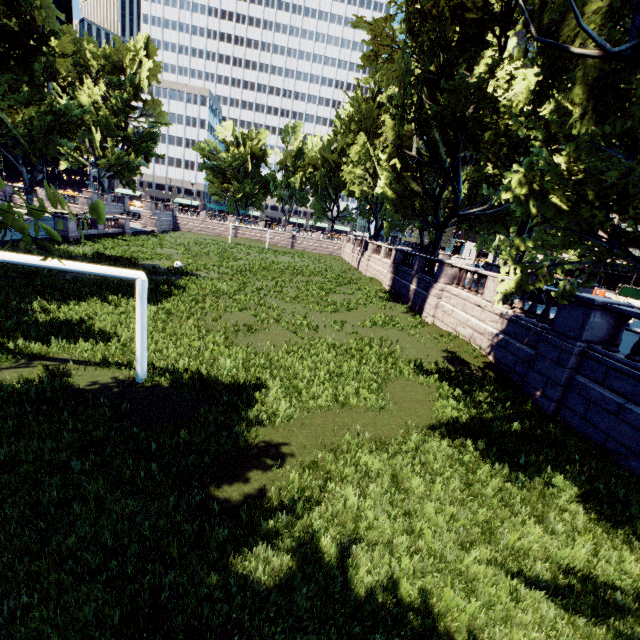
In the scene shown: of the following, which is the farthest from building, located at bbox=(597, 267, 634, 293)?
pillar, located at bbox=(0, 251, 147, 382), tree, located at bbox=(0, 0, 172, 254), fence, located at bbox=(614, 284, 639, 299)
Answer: pillar, located at bbox=(0, 251, 147, 382)

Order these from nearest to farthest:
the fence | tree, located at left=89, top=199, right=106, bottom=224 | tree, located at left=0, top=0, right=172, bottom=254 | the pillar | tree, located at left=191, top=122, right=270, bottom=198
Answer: tree, located at left=89, top=199, right=106, bottom=224 → the pillar → tree, located at left=0, top=0, right=172, bottom=254 → the fence → tree, located at left=191, top=122, right=270, bottom=198

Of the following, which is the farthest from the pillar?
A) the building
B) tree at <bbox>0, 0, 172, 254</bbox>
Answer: the building

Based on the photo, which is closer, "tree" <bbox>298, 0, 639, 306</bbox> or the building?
"tree" <bbox>298, 0, 639, 306</bbox>

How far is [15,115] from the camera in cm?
3195

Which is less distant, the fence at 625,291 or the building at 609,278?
the fence at 625,291

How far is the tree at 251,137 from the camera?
57.06m
